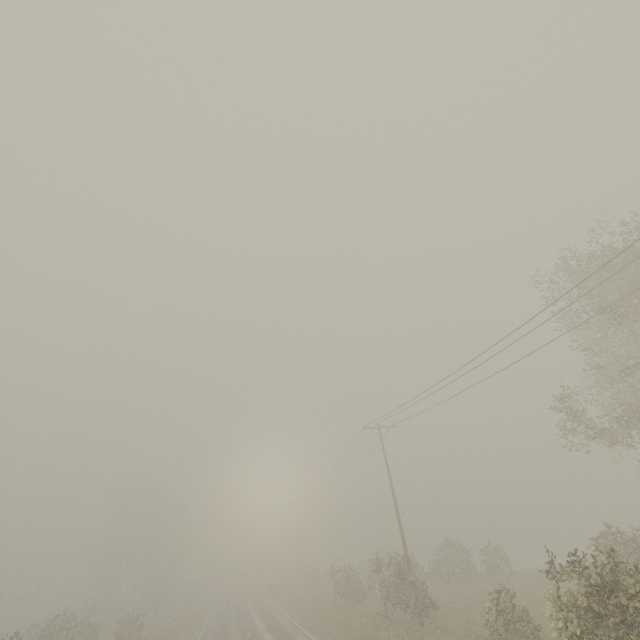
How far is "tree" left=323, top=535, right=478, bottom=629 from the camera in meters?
19.7 m

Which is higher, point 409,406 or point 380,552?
point 409,406

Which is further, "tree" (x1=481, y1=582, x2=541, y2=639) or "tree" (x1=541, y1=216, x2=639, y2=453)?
"tree" (x1=481, y1=582, x2=541, y2=639)

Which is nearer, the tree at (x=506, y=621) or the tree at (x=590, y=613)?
the tree at (x=590, y=613)

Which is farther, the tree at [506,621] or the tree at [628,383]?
the tree at [506,621]

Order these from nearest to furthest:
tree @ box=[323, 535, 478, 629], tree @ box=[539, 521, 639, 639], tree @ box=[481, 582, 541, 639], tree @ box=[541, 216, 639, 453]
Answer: tree @ box=[539, 521, 639, 639]
tree @ box=[541, 216, 639, 453]
tree @ box=[481, 582, 541, 639]
tree @ box=[323, 535, 478, 629]

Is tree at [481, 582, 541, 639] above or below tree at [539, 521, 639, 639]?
below

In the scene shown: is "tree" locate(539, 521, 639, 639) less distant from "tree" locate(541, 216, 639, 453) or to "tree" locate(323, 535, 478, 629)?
"tree" locate(323, 535, 478, 629)
